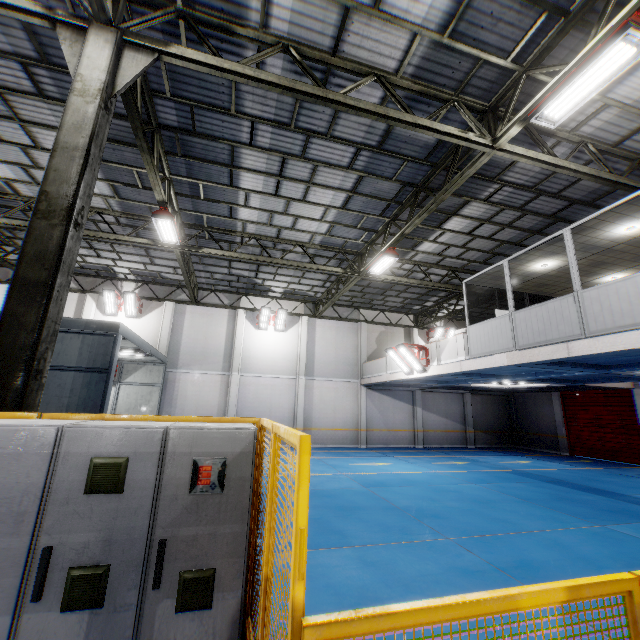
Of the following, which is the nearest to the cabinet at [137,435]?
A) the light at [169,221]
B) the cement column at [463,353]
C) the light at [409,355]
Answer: the light at [169,221]

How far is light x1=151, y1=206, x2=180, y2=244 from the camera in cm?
959

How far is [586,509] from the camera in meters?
8.4

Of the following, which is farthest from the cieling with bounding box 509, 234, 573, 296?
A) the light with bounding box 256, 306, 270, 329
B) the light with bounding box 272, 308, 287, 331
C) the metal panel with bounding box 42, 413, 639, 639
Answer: the light with bounding box 256, 306, 270, 329

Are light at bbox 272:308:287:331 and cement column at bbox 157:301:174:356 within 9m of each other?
yes

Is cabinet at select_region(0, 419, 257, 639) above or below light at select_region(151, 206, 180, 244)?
below

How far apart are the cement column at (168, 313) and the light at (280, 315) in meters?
5.8 m

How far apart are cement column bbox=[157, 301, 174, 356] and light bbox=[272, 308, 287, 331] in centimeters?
579cm
